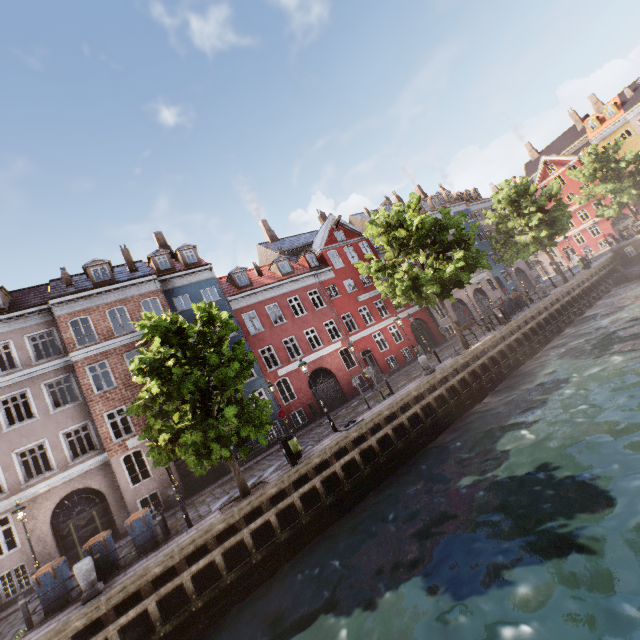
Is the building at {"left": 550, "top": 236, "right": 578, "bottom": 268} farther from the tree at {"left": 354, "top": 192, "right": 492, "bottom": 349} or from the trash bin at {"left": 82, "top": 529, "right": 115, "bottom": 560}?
the trash bin at {"left": 82, "top": 529, "right": 115, "bottom": 560}

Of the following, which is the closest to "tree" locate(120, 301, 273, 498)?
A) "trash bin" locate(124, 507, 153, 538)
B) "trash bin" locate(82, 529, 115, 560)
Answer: "trash bin" locate(124, 507, 153, 538)

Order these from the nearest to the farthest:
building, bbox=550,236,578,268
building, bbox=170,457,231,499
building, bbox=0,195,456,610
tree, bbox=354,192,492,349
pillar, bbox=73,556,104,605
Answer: pillar, bbox=73,556,104,605
building, bbox=0,195,456,610
tree, bbox=354,192,492,349
building, bbox=170,457,231,499
building, bbox=550,236,578,268

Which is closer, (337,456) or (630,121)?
(337,456)

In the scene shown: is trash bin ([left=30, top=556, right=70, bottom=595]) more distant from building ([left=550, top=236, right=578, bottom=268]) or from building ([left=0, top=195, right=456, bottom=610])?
building ([left=550, top=236, right=578, bottom=268])

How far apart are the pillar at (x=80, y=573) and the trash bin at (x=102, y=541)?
0.9 meters

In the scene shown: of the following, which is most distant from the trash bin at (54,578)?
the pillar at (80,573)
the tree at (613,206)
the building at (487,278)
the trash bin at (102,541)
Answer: the building at (487,278)

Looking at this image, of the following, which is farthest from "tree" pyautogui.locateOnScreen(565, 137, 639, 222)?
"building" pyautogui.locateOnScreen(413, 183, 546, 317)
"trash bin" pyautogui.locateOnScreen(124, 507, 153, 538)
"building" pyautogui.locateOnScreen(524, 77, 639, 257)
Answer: "building" pyautogui.locateOnScreen(413, 183, 546, 317)
